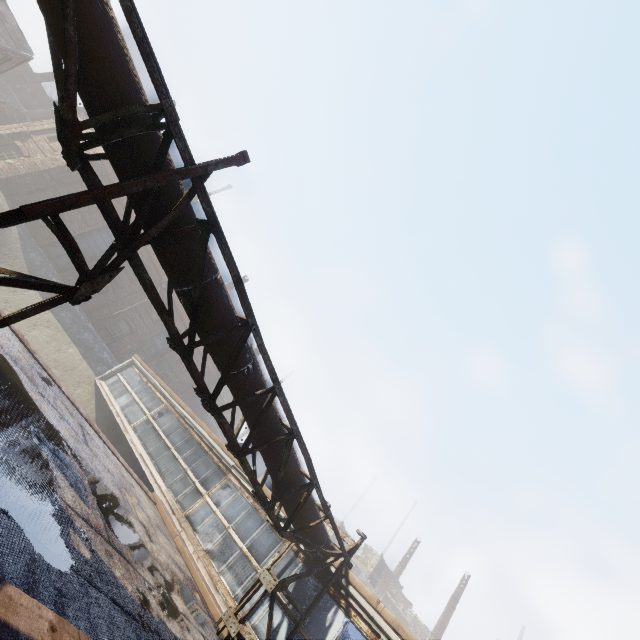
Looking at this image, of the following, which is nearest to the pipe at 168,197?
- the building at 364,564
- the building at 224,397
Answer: the building at 224,397

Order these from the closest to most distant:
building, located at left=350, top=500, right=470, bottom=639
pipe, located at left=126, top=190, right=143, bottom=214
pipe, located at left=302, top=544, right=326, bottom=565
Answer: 1. pipe, located at left=126, top=190, right=143, bottom=214
2. pipe, located at left=302, top=544, right=326, bottom=565
3. building, located at left=350, top=500, right=470, bottom=639

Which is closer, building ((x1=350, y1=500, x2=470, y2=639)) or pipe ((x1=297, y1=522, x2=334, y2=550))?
pipe ((x1=297, y1=522, x2=334, y2=550))

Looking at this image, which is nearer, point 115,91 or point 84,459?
point 115,91

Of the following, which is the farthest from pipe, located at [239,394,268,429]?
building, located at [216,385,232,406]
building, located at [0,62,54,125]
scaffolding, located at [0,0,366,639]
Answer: building, located at [216,385,232,406]

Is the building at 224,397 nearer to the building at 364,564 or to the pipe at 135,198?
the building at 364,564

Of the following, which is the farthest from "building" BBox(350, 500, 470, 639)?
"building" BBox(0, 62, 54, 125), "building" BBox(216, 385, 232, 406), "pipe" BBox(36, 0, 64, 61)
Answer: "building" BBox(0, 62, 54, 125)
